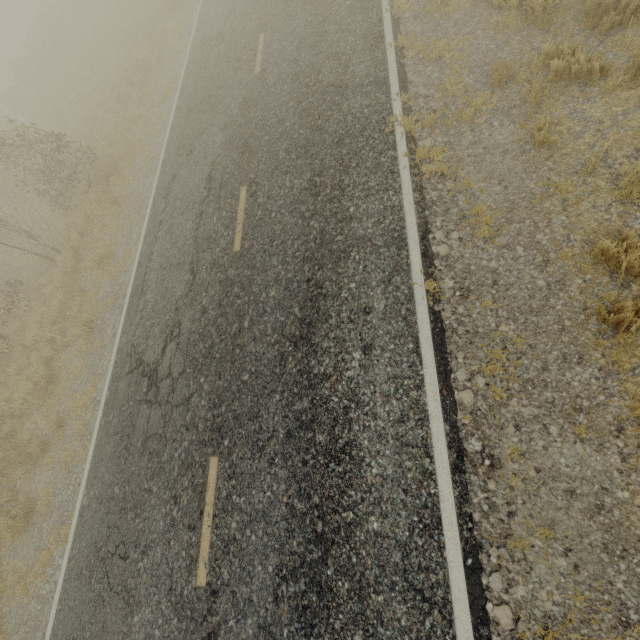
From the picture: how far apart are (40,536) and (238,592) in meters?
5.7 m
